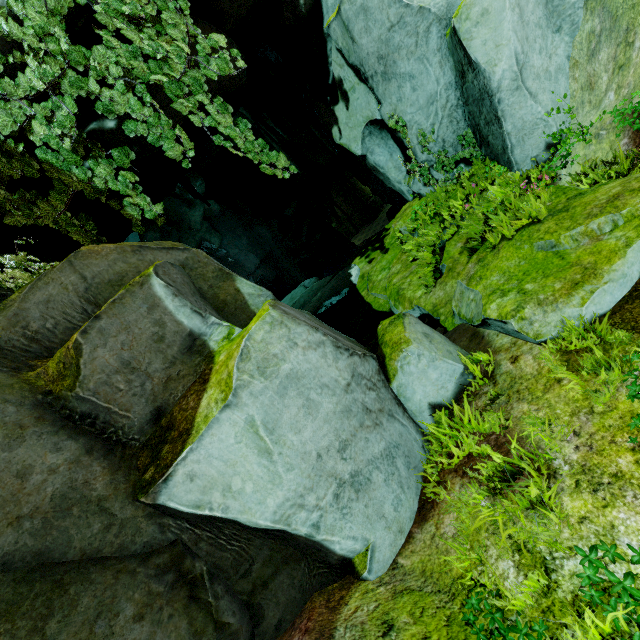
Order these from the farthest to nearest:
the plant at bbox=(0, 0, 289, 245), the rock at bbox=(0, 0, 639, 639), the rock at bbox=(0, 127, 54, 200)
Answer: the rock at bbox=(0, 127, 54, 200) < the plant at bbox=(0, 0, 289, 245) < the rock at bbox=(0, 0, 639, 639)

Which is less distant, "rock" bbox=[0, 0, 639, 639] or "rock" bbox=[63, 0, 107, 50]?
"rock" bbox=[0, 0, 639, 639]

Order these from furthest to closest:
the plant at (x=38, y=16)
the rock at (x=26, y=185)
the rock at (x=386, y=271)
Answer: the rock at (x=26, y=185), the plant at (x=38, y=16), the rock at (x=386, y=271)

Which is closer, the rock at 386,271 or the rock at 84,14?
the rock at 386,271

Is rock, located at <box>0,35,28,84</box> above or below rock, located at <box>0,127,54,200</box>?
above

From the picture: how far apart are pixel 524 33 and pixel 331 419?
6.4 meters

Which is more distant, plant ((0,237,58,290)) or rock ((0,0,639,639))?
plant ((0,237,58,290))
